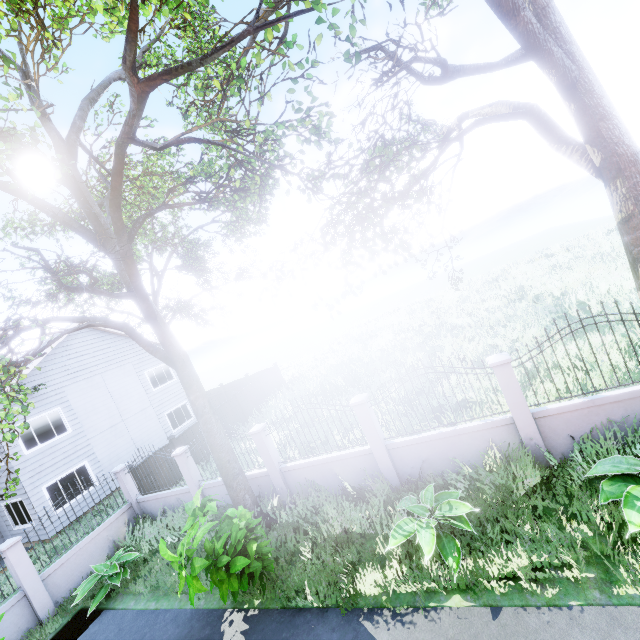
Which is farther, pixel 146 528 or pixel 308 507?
pixel 146 528

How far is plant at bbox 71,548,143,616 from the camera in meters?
8.5 m

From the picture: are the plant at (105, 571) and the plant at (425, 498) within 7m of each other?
no

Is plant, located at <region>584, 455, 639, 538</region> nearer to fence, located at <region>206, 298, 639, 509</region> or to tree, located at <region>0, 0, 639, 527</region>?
fence, located at <region>206, 298, 639, 509</region>

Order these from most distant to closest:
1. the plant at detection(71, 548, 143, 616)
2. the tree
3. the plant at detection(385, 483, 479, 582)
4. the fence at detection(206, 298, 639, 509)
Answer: the plant at detection(71, 548, 143, 616) → the fence at detection(206, 298, 639, 509) → the plant at detection(385, 483, 479, 582) → the tree

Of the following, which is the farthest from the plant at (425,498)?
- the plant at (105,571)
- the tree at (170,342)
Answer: the tree at (170,342)

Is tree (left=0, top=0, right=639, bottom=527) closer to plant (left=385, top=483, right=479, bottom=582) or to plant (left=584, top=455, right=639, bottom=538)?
plant (left=385, top=483, right=479, bottom=582)

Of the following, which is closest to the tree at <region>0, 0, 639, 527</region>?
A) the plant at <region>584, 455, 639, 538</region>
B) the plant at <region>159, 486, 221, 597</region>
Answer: the plant at <region>159, 486, 221, 597</region>
